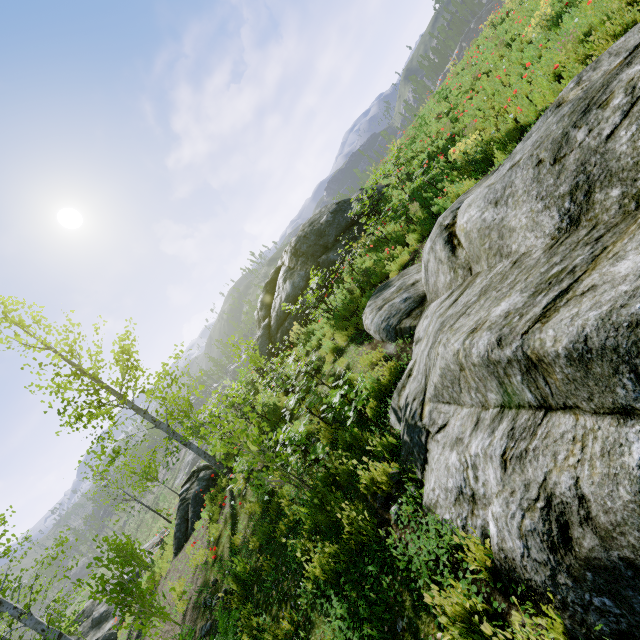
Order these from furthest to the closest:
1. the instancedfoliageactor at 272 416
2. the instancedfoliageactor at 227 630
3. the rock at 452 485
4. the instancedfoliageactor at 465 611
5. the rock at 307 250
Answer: → the rock at 307 250 → the instancedfoliageactor at 272 416 → the instancedfoliageactor at 227 630 → the instancedfoliageactor at 465 611 → the rock at 452 485

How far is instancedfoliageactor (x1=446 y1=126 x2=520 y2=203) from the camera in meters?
7.0 m

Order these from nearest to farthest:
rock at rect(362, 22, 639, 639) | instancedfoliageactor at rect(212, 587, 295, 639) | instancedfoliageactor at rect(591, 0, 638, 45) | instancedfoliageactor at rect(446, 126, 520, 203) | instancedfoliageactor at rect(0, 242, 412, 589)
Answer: rock at rect(362, 22, 639, 639) → instancedfoliageactor at rect(212, 587, 295, 639) → instancedfoliageactor at rect(0, 242, 412, 589) → instancedfoliageactor at rect(591, 0, 638, 45) → instancedfoliageactor at rect(446, 126, 520, 203)

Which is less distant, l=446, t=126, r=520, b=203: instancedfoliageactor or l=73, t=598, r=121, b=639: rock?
l=446, t=126, r=520, b=203: instancedfoliageactor

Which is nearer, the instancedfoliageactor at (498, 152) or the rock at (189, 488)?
the instancedfoliageactor at (498, 152)

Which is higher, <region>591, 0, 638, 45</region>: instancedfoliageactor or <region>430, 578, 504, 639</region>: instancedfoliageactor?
<region>591, 0, 638, 45</region>: instancedfoliageactor

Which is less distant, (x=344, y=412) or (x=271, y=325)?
(x=344, y=412)

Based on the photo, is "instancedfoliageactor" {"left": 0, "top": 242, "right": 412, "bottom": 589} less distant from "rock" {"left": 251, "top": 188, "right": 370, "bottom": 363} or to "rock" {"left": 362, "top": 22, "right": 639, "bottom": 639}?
"rock" {"left": 362, "top": 22, "right": 639, "bottom": 639}
